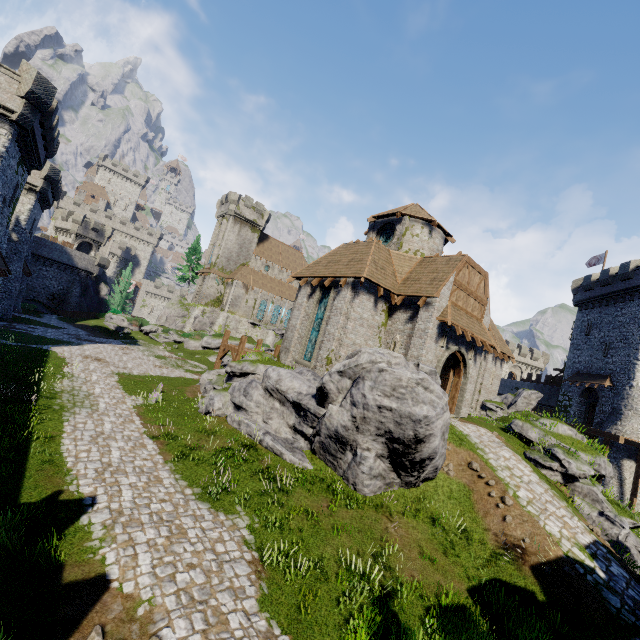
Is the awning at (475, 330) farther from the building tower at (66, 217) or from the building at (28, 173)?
the building tower at (66, 217)

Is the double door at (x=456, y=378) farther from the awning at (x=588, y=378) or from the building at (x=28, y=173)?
the building at (x=28, y=173)

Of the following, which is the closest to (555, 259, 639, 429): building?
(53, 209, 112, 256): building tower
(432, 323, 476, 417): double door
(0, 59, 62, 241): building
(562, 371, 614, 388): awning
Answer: (562, 371, 614, 388): awning

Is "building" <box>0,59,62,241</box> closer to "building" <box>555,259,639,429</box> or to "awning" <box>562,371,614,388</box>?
"building" <box>555,259,639,429</box>

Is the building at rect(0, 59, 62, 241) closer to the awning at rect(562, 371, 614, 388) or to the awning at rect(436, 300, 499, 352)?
the awning at rect(436, 300, 499, 352)

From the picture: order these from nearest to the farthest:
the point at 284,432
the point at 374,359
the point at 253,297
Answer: the point at 374,359, the point at 284,432, the point at 253,297

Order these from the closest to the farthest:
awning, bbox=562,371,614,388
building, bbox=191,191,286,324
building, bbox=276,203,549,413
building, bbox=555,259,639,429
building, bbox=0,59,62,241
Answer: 1. building, bbox=276,203,549,413
2. building, bbox=0,59,62,241
3. building, bbox=555,259,639,429
4. awning, bbox=562,371,614,388
5. building, bbox=191,191,286,324

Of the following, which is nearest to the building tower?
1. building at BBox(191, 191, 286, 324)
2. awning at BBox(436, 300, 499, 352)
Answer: building at BBox(191, 191, 286, 324)
